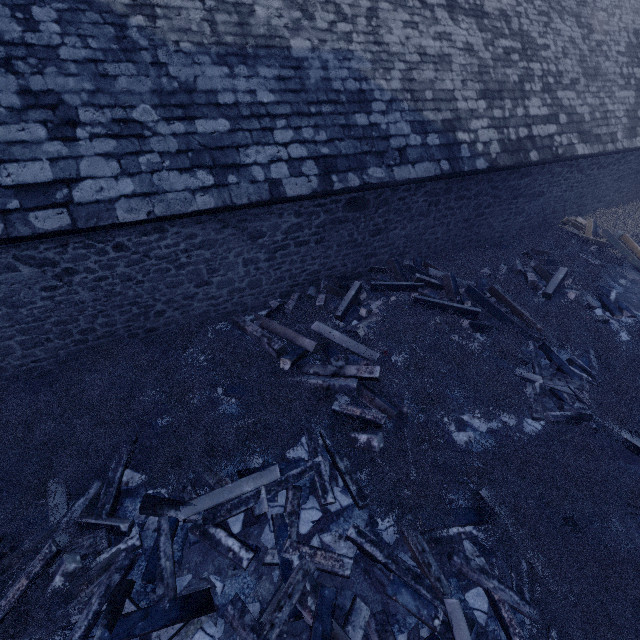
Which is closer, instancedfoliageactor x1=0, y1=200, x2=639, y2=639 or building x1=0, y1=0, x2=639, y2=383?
instancedfoliageactor x1=0, y1=200, x2=639, y2=639

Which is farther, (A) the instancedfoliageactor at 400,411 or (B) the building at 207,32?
(B) the building at 207,32

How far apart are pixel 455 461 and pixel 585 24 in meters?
A: 14.0

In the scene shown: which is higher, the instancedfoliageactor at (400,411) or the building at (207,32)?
the building at (207,32)

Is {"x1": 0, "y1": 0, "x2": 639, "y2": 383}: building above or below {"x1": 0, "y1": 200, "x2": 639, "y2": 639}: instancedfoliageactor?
above
